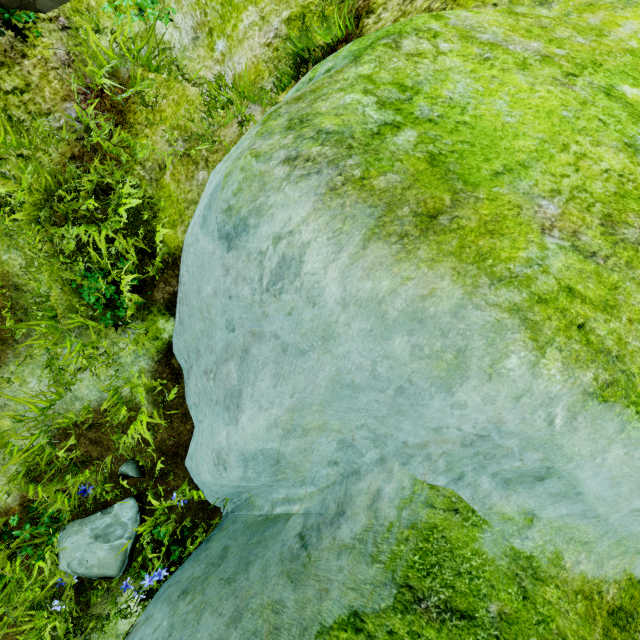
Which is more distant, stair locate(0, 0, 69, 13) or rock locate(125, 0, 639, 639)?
stair locate(0, 0, 69, 13)

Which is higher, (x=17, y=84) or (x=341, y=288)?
(x=341, y=288)

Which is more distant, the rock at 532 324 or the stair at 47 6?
the stair at 47 6
